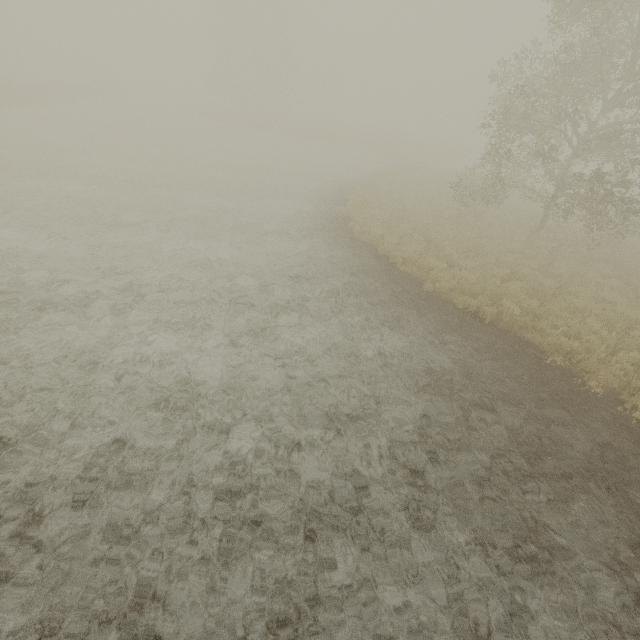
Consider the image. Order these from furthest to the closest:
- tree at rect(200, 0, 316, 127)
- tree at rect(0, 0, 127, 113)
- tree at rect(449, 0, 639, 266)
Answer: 1. tree at rect(200, 0, 316, 127)
2. tree at rect(0, 0, 127, 113)
3. tree at rect(449, 0, 639, 266)

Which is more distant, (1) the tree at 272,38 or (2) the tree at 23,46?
(1) the tree at 272,38

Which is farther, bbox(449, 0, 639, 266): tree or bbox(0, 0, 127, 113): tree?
bbox(0, 0, 127, 113): tree

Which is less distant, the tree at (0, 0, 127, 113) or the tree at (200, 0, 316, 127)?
the tree at (0, 0, 127, 113)

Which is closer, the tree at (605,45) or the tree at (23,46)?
the tree at (605,45)

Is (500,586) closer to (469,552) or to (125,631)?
(469,552)
